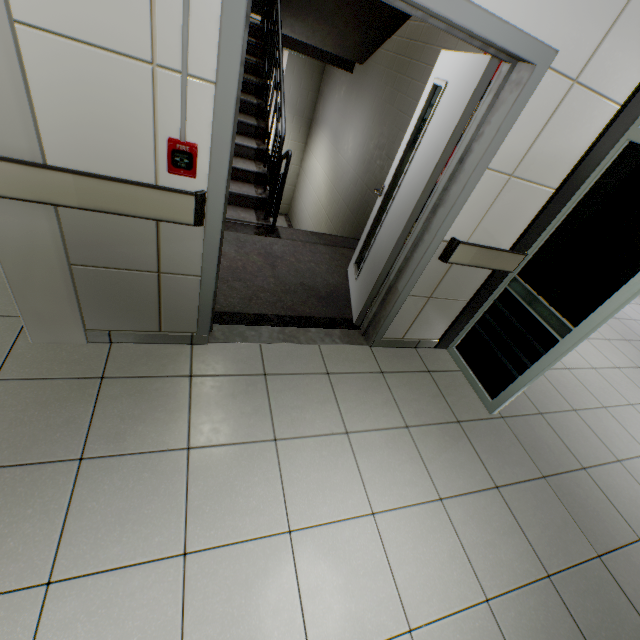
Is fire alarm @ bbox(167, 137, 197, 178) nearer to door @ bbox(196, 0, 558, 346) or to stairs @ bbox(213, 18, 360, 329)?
door @ bbox(196, 0, 558, 346)

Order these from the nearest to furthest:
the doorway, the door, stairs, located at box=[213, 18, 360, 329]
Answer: the door < the doorway < stairs, located at box=[213, 18, 360, 329]

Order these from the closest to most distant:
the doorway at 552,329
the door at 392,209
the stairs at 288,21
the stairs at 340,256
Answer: the door at 392,209 < the doorway at 552,329 < the stairs at 340,256 < the stairs at 288,21

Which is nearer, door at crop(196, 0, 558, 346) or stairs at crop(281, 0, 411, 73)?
door at crop(196, 0, 558, 346)

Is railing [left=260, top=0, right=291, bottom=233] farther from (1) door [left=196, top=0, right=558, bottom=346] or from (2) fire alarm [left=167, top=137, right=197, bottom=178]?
(2) fire alarm [left=167, top=137, right=197, bottom=178]

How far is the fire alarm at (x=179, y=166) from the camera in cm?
142

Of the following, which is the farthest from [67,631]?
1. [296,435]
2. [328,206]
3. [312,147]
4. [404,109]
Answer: [312,147]

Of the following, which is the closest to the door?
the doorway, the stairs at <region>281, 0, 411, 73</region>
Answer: the stairs at <region>281, 0, 411, 73</region>
